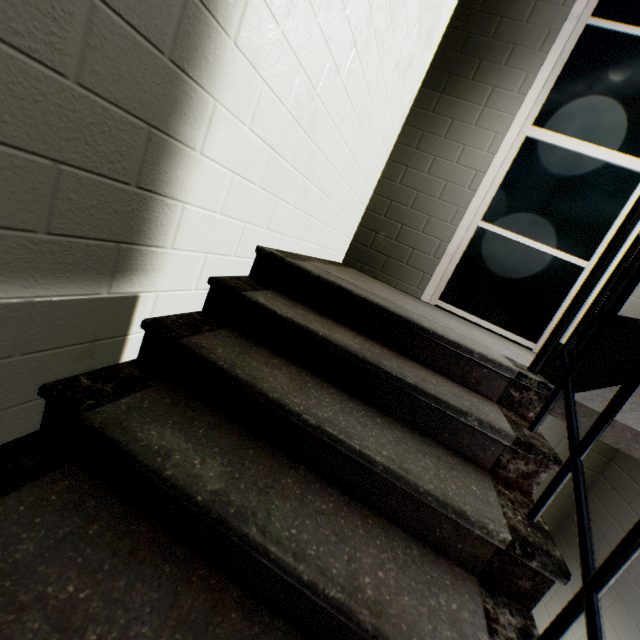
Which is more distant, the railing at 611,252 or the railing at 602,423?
the railing at 611,252

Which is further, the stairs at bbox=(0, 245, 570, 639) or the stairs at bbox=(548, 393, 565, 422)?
the stairs at bbox=(548, 393, 565, 422)

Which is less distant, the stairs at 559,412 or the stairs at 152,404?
the stairs at 152,404

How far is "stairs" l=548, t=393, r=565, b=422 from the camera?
1.52m

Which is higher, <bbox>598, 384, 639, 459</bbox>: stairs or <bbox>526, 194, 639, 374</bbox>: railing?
<bbox>526, 194, 639, 374</bbox>: railing

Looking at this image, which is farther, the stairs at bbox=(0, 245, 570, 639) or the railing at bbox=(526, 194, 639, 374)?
the railing at bbox=(526, 194, 639, 374)

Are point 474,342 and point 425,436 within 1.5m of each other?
yes
